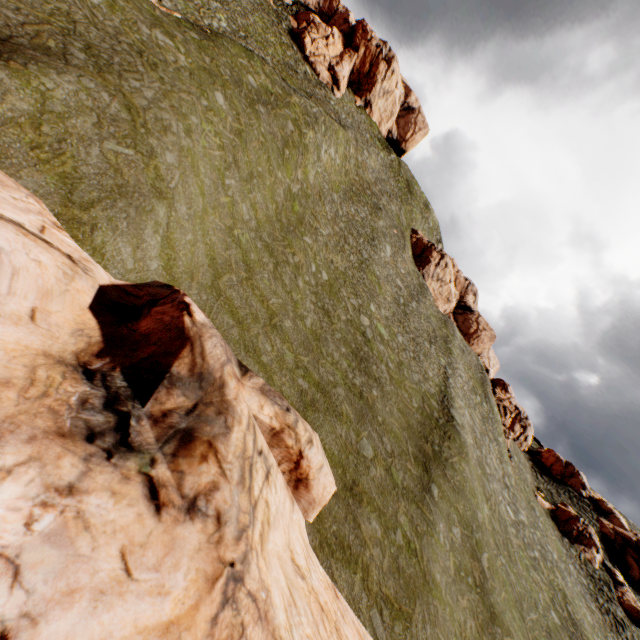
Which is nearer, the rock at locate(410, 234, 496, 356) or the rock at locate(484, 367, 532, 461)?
the rock at locate(484, 367, 532, 461)

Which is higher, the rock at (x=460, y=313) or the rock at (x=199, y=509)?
the rock at (x=460, y=313)

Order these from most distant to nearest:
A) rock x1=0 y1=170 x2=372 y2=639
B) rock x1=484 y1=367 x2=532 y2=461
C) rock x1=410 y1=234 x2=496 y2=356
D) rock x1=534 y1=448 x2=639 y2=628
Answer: rock x1=410 y1=234 x2=496 y2=356
rock x1=484 y1=367 x2=532 y2=461
rock x1=534 y1=448 x2=639 y2=628
rock x1=0 y1=170 x2=372 y2=639

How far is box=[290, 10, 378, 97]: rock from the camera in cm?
5424

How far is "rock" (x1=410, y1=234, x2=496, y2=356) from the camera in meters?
55.0 m

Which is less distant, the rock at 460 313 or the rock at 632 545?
the rock at 632 545

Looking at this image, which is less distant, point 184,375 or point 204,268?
point 184,375
